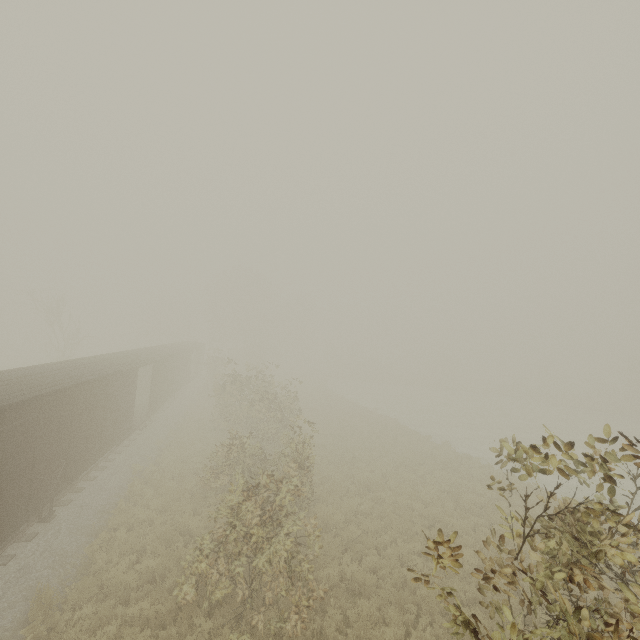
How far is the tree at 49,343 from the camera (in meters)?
32.16

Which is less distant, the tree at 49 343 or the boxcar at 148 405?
the boxcar at 148 405

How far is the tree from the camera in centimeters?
3216cm

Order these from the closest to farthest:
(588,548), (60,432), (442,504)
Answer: (588,548) < (60,432) < (442,504)

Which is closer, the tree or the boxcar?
the boxcar
